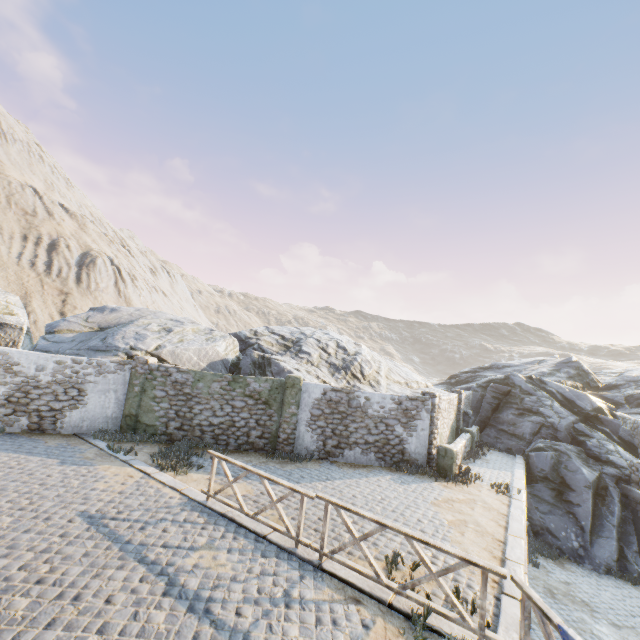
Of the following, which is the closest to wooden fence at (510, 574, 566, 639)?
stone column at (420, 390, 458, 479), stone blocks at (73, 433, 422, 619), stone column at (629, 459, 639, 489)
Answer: stone blocks at (73, 433, 422, 619)

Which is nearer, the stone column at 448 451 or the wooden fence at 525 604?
the wooden fence at 525 604

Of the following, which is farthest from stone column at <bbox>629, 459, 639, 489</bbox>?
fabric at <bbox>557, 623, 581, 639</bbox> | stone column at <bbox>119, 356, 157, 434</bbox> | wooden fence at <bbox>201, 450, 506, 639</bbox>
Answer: stone column at <bbox>119, 356, 157, 434</bbox>

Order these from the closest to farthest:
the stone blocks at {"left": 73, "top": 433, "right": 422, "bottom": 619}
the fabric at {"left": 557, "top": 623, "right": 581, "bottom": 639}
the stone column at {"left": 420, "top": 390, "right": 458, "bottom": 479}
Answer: the fabric at {"left": 557, "top": 623, "right": 581, "bottom": 639} < the stone blocks at {"left": 73, "top": 433, "right": 422, "bottom": 619} < the stone column at {"left": 420, "top": 390, "right": 458, "bottom": 479}

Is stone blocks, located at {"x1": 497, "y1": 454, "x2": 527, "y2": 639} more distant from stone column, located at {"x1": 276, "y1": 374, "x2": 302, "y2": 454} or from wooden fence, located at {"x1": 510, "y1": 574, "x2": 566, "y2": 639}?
stone column, located at {"x1": 276, "y1": 374, "x2": 302, "y2": 454}

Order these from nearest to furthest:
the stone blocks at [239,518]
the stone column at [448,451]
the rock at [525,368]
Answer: the stone blocks at [239,518], the stone column at [448,451], the rock at [525,368]

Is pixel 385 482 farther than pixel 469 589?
Yes

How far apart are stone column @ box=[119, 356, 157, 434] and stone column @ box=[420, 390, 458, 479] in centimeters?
1138cm
